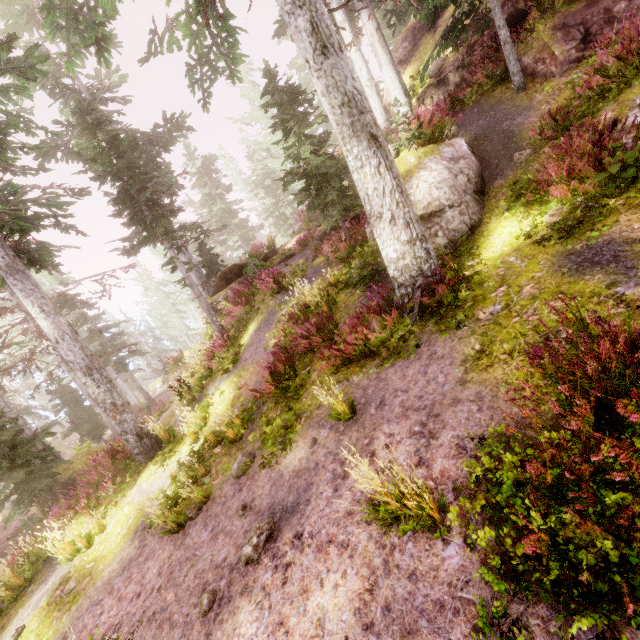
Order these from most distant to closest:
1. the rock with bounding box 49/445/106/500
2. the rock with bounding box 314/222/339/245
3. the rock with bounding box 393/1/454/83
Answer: the rock with bounding box 393/1/454/83 → the rock with bounding box 314/222/339/245 → the rock with bounding box 49/445/106/500

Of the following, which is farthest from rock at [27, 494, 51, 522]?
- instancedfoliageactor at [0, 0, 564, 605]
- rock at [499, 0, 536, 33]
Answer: rock at [499, 0, 536, 33]

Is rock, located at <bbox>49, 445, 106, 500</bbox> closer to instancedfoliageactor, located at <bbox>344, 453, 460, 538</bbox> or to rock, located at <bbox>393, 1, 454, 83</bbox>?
instancedfoliageactor, located at <bbox>344, 453, 460, 538</bbox>

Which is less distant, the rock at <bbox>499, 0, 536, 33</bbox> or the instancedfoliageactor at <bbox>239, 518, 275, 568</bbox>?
the instancedfoliageactor at <bbox>239, 518, 275, 568</bbox>

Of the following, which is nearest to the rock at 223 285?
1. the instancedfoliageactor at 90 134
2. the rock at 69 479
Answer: the instancedfoliageactor at 90 134

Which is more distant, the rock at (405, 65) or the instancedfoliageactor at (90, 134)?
the rock at (405, 65)

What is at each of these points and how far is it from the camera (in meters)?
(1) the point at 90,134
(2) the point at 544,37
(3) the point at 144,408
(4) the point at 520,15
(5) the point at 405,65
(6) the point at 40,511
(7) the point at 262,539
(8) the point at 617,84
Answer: (1) instancedfoliageactor, 13.20
(2) rock, 10.02
(3) rock, 27.88
(4) rock, 10.88
(5) rock, 16.33
(6) rock, 13.34
(7) instancedfoliageactor, 4.94
(8) instancedfoliageactor, 6.61
